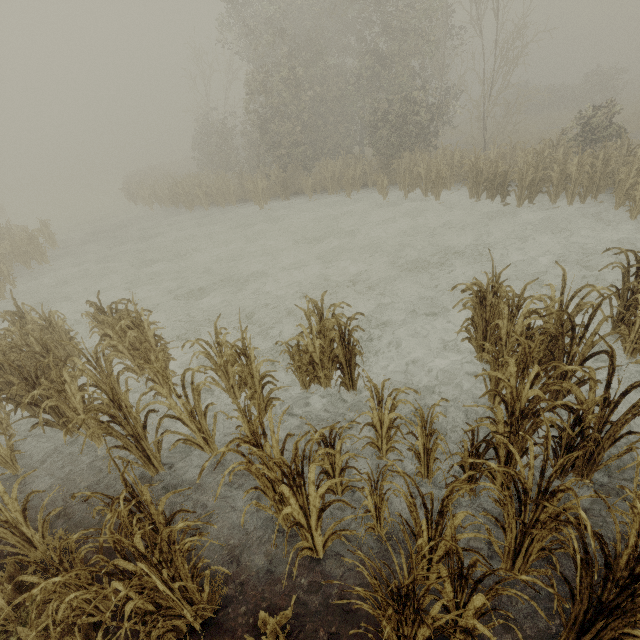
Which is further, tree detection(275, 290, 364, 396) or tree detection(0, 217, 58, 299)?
tree detection(0, 217, 58, 299)

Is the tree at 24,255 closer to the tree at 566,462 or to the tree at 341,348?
the tree at 341,348

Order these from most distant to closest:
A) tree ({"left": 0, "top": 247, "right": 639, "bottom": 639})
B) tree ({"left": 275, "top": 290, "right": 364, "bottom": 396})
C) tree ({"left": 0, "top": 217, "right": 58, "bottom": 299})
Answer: tree ({"left": 0, "top": 217, "right": 58, "bottom": 299})
tree ({"left": 275, "top": 290, "right": 364, "bottom": 396})
tree ({"left": 0, "top": 247, "right": 639, "bottom": 639})

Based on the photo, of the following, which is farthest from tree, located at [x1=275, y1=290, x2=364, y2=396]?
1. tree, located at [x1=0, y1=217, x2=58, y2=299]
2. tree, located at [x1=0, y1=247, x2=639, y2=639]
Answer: tree, located at [x1=0, y1=217, x2=58, y2=299]

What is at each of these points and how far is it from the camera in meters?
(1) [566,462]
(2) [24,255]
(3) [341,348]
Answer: (1) tree, 3.8 m
(2) tree, 15.2 m
(3) tree, 5.1 m
